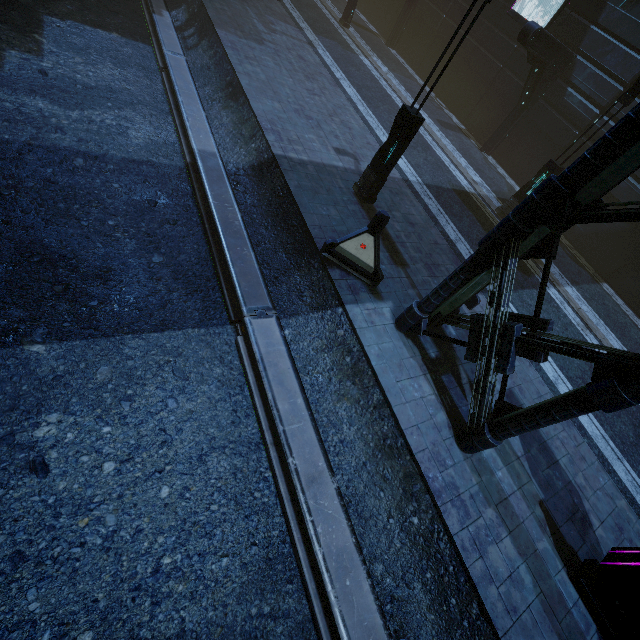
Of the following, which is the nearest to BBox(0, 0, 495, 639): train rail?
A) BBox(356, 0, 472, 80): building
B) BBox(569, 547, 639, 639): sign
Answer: BBox(356, 0, 472, 80): building

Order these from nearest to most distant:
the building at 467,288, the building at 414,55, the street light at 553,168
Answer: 1. the building at 467,288
2. the street light at 553,168
3. the building at 414,55

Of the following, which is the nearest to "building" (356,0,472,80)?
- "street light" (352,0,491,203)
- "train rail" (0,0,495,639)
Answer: "train rail" (0,0,495,639)

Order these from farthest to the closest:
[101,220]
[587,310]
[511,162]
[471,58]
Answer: [471,58], [511,162], [587,310], [101,220]

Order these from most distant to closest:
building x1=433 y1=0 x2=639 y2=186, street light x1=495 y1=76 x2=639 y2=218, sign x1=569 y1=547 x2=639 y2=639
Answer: building x1=433 y1=0 x2=639 y2=186 → street light x1=495 y1=76 x2=639 y2=218 → sign x1=569 y1=547 x2=639 y2=639

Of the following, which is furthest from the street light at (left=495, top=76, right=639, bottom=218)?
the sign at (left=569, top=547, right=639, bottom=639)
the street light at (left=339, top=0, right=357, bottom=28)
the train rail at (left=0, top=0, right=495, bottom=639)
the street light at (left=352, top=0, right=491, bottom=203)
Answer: the street light at (left=339, top=0, right=357, bottom=28)

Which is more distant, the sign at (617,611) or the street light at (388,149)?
the street light at (388,149)

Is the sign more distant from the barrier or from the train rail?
the barrier
